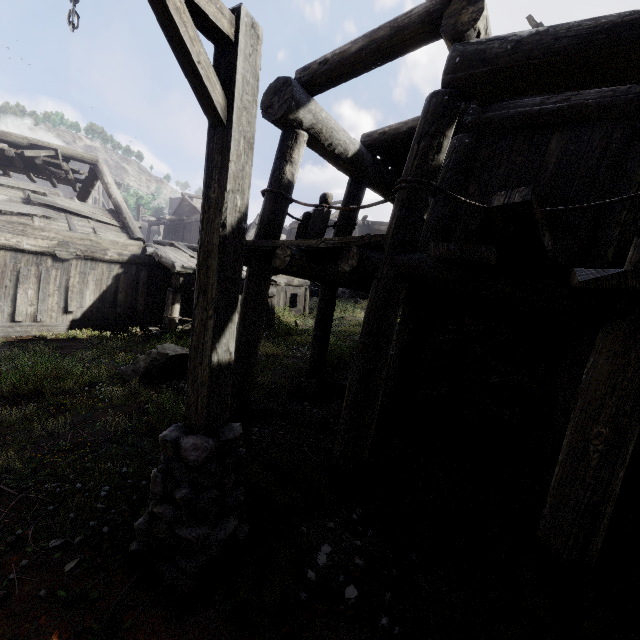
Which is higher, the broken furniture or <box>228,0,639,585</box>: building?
the broken furniture

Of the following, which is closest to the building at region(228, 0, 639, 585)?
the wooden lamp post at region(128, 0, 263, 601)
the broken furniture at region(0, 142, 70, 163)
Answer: the broken furniture at region(0, 142, 70, 163)

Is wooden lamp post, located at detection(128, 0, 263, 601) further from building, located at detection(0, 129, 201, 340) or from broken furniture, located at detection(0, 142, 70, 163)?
broken furniture, located at detection(0, 142, 70, 163)

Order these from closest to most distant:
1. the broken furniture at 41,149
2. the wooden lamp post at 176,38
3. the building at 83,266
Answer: the wooden lamp post at 176,38 < the building at 83,266 < the broken furniture at 41,149

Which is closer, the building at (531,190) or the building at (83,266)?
the building at (531,190)

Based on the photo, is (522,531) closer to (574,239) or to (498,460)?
(498,460)
